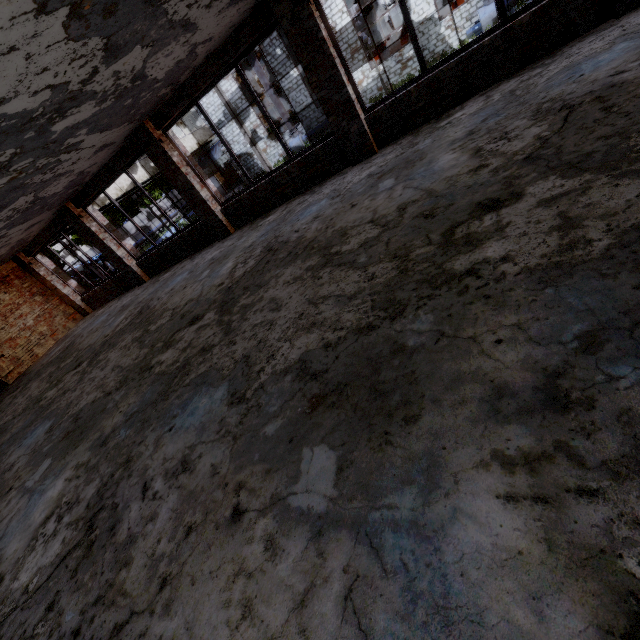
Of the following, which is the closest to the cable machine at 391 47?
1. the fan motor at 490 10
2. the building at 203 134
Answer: the fan motor at 490 10

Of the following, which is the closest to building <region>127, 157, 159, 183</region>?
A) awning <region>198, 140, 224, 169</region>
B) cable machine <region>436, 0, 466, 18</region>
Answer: awning <region>198, 140, 224, 169</region>

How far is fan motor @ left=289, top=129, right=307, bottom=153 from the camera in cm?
2416

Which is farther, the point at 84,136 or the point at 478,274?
the point at 84,136

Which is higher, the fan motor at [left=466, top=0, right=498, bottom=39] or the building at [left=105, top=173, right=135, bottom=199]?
the building at [left=105, top=173, right=135, bottom=199]

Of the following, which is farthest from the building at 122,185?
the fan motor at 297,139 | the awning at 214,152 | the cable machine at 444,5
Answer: the cable machine at 444,5

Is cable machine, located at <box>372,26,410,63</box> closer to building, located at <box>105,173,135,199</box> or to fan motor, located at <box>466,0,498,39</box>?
fan motor, located at <box>466,0,498,39</box>
